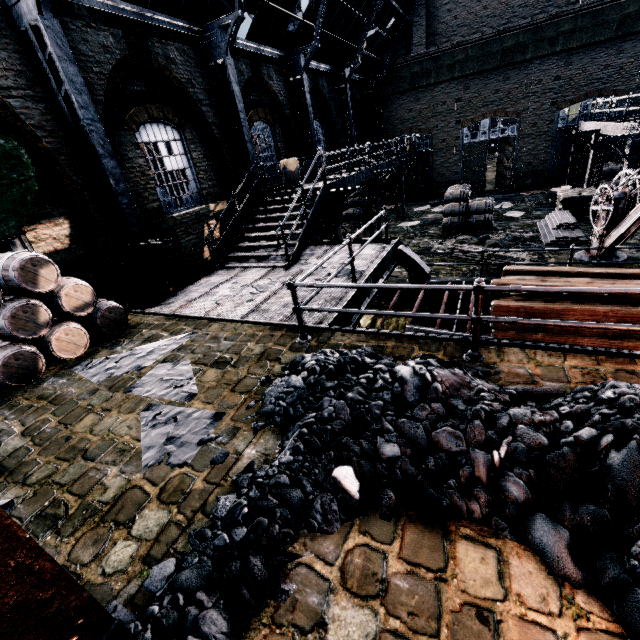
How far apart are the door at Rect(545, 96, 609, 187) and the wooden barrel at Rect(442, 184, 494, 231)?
10.9 meters

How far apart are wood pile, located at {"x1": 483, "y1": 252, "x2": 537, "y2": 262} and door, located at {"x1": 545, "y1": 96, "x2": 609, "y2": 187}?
14.82m

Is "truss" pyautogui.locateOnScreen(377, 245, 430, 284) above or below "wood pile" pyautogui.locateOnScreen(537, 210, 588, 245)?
above

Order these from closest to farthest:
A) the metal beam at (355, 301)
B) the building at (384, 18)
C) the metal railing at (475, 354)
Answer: the metal railing at (475, 354), the metal beam at (355, 301), the building at (384, 18)

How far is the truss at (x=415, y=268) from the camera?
10.50m

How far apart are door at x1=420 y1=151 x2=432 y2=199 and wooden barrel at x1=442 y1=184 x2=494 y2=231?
10.4m

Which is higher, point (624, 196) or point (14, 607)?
point (14, 607)

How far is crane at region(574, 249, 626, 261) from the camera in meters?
10.5
